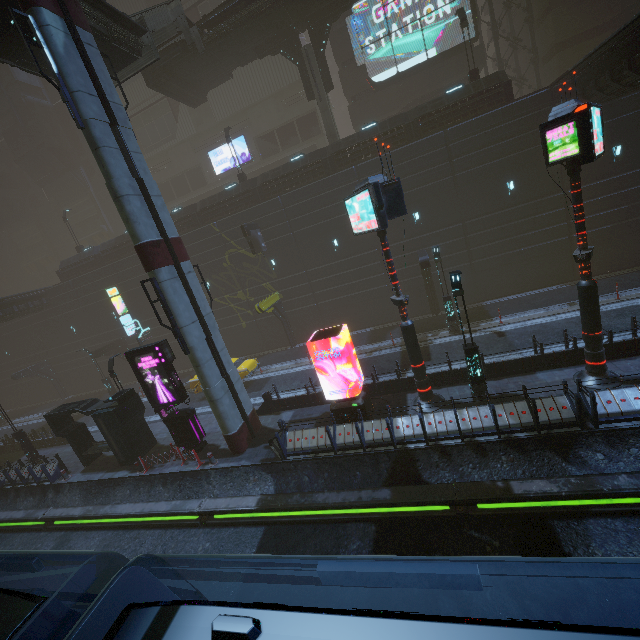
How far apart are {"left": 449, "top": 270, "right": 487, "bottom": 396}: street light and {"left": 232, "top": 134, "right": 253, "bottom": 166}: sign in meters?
34.4

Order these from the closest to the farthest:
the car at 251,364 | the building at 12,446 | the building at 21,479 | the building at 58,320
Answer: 1. the building at 21,479
2. the car at 251,364
3. the building at 12,446
4. the building at 58,320

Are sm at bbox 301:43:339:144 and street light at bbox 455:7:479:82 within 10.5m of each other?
yes

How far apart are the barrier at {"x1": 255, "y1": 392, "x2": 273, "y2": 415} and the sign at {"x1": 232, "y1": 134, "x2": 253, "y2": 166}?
31.13m

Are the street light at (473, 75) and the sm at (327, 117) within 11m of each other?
yes

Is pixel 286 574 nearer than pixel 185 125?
Yes

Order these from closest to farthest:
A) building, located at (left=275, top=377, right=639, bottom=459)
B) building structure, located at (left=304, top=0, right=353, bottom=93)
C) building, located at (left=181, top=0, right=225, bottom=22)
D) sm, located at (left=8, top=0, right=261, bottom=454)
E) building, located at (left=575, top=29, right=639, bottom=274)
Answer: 1. building, located at (left=275, top=377, right=639, bottom=459)
2. sm, located at (left=8, top=0, right=261, bottom=454)
3. building, located at (left=575, top=29, right=639, bottom=274)
4. building structure, located at (left=304, top=0, right=353, bottom=93)
5. building, located at (left=181, top=0, right=225, bottom=22)

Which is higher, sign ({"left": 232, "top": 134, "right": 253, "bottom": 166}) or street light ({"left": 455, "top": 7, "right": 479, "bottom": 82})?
sign ({"left": 232, "top": 134, "right": 253, "bottom": 166})
